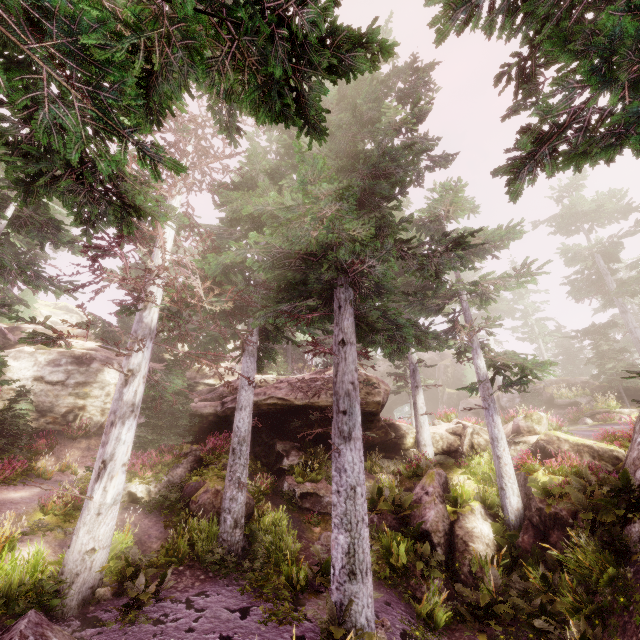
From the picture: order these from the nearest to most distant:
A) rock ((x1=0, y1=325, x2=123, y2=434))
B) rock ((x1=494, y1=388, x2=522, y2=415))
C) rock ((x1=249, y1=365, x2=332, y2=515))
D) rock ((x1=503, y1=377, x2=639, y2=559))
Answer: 1. rock ((x1=503, y1=377, x2=639, y2=559))
2. rock ((x1=249, y1=365, x2=332, y2=515))
3. rock ((x1=0, y1=325, x2=123, y2=434))
4. rock ((x1=494, y1=388, x2=522, y2=415))

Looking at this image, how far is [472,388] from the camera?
14.6 meters

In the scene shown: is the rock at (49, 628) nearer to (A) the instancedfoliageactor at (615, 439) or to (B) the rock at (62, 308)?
(A) the instancedfoliageactor at (615, 439)

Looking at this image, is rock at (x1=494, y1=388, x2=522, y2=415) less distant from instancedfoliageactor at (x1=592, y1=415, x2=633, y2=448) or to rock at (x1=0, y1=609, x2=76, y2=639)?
instancedfoliageactor at (x1=592, y1=415, x2=633, y2=448)

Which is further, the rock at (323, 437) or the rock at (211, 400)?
the rock at (323, 437)

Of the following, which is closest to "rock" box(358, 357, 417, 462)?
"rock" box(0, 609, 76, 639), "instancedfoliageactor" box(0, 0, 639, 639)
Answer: "instancedfoliageactor" box(0, 0, 639, 639)

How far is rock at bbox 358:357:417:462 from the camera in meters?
17.7
